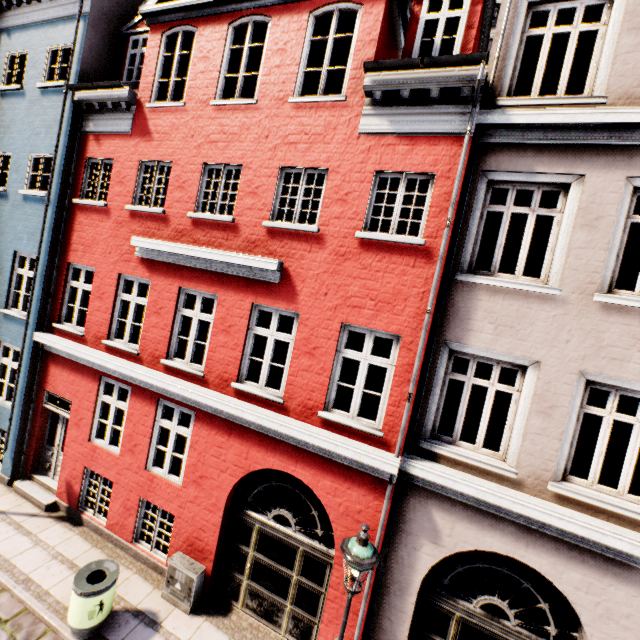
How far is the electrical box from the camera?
6.54m

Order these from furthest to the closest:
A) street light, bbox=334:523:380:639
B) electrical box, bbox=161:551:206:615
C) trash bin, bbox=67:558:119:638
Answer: electrical box, bbox=161:551:206:615 < trash bin, bbox=67:558:119:638 < street light, bbox=334:523:380:639

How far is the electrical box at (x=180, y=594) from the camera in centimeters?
654cm

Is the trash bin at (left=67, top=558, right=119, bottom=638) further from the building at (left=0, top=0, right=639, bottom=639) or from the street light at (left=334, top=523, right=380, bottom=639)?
the street light at (left=334, top=523, right=380, bottom=639)

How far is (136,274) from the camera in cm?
788

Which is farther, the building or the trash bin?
the trash bin

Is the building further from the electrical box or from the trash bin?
the trash bin

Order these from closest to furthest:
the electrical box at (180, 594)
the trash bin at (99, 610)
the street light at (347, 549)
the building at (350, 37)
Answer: the street light at (347, 549)
the building at (350, 37)
the trash bin at (99, 610)
the electrical box at (180, 594)
